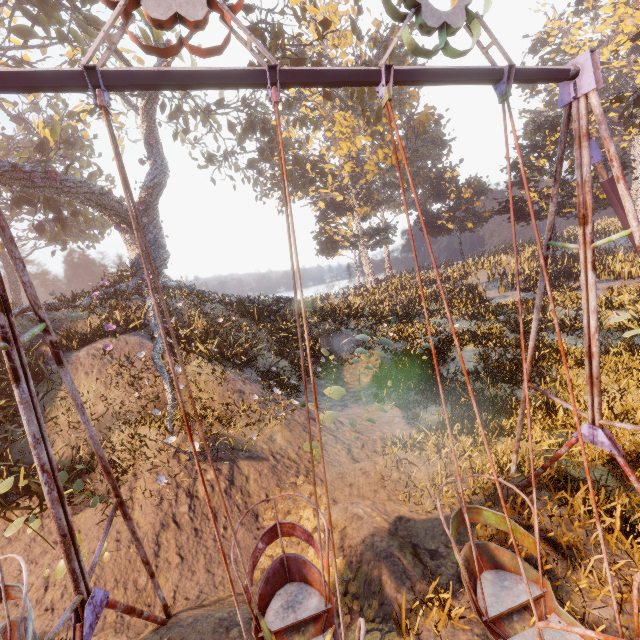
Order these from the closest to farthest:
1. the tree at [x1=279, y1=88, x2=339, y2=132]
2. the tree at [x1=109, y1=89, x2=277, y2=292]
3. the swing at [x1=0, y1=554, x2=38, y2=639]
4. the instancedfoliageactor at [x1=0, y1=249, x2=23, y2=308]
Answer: the swing at [x1=0, y1=554, x2=38, y2=639] < the tree at [x1=109, y1=89, x2=277, y2=292] < the tree at [x1=279, y1=88, x2=339, y2=132] < the instancedfoliageactor at [x1=0, y1=249, x2=23, y2=308]

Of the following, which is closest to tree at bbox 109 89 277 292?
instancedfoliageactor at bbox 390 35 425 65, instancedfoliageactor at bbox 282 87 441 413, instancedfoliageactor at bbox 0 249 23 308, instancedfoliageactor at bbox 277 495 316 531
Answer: instancedfoliageactor at bbox 282 87 441 413

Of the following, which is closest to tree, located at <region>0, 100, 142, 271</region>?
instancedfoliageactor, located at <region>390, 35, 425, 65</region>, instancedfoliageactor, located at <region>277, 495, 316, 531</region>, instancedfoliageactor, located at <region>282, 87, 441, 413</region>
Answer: instancedfoliageactor, located at <region>282, 87, 441, 413</region>

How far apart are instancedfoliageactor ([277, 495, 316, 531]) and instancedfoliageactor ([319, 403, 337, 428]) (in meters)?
1.61

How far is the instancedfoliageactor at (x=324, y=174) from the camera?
12.7m

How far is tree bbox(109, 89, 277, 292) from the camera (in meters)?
16.48

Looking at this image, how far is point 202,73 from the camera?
2.7m

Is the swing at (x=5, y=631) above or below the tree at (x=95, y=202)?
below
